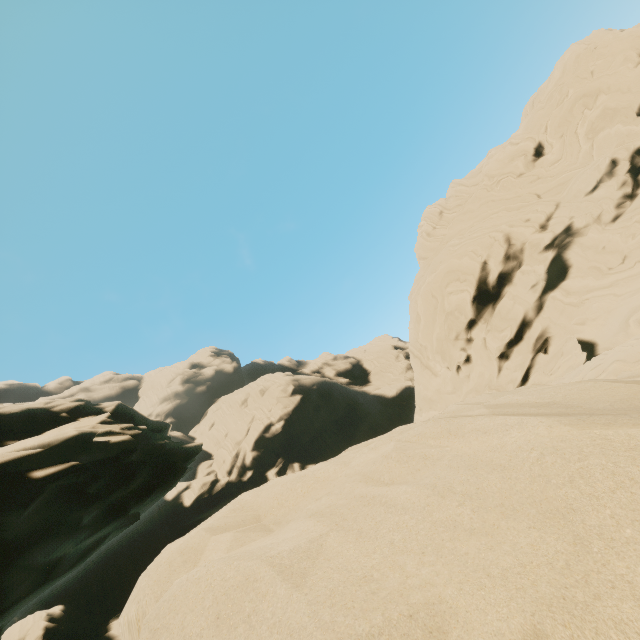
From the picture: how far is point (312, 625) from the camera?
1.18m
